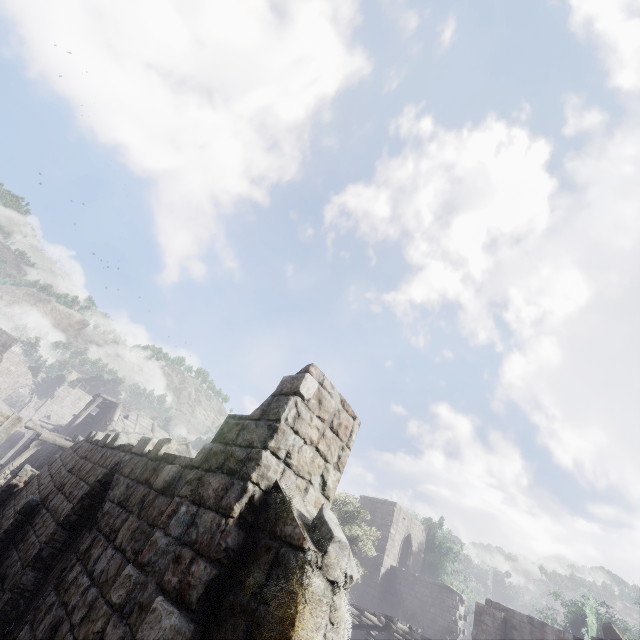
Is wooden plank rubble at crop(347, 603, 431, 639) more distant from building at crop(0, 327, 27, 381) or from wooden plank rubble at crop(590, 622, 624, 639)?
wooden plank rubble at crop(590, 622, 624, 639)

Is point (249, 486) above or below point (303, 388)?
below

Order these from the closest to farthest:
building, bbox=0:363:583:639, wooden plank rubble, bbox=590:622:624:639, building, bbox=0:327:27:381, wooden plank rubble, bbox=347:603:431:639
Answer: building, bbox=0:363:583:639 → wooden plank rubble, bbox=590:622:624:639 → wooden plank rubble, bbox=347:603:431:639 → building, bbox=0:327:27:381

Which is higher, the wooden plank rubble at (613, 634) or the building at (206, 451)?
the wooden plank rubble at (613, 634)

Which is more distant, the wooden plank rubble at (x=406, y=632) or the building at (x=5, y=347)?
the building at (x=5, y=347)

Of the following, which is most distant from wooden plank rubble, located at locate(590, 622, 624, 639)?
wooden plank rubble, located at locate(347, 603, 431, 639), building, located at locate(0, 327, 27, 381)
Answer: wooden plank rubble, located at locate(347, 603, 431, 639)
